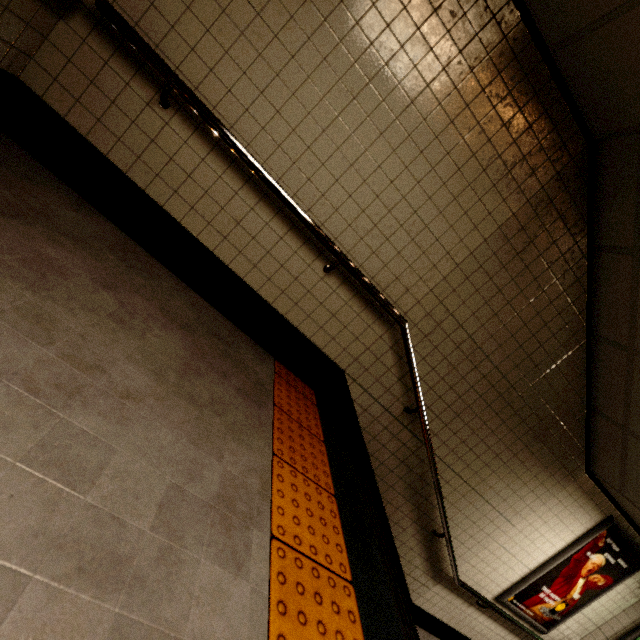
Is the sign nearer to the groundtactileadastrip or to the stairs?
the stairs

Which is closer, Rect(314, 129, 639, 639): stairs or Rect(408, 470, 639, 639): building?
Rect(314, 129, 639, 639): stairs

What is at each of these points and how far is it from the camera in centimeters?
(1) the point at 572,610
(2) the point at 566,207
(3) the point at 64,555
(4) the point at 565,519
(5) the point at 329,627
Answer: (1) sign, 443cm
(2) stairs, 258cm
(3) building, 75cm
(4) building, 382cm
(5) groundtactileadastrip, 116cm

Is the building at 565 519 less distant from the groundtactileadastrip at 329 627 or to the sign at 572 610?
the sign at 572 610

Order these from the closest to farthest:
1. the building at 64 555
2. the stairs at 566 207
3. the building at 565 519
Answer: the building at 64 555 < the stairs at 566 207 < the building at 565 519

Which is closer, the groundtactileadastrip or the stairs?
the groundtactileadastrip

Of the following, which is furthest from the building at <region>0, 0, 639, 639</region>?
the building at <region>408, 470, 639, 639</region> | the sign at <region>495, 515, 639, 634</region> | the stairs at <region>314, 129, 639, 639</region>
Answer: the sign at <region>495, 515, 639, 634</region>

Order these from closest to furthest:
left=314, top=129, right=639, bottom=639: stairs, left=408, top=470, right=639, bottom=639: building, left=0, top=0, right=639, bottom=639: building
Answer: left=0, top=0, right=639, bottom=639: building, left=314, top=129, right=639, bottom=639: stairs, left=408, top=470, right=639, bottom=639: building
